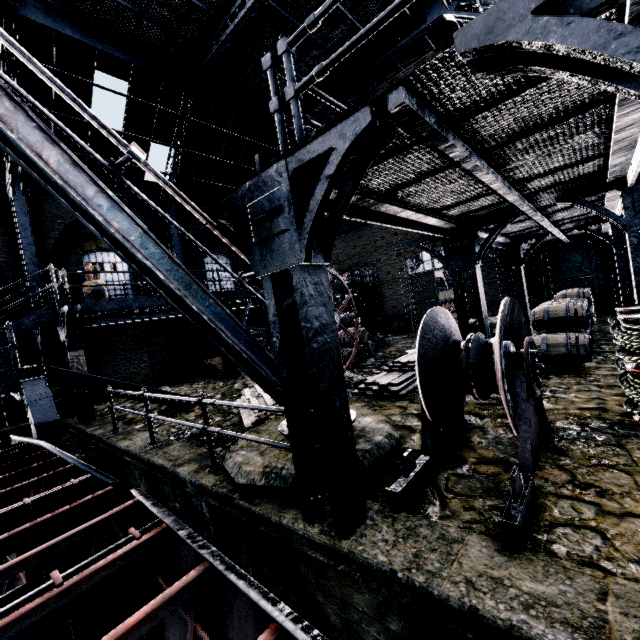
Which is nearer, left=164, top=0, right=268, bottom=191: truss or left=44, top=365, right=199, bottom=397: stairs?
left=44, top=365, right=199, bottom=397: stairs

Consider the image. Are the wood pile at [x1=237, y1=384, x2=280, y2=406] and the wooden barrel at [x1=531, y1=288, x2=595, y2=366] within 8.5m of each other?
yes

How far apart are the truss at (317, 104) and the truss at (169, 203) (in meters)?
5.41

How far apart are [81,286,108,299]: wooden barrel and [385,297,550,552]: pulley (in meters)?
13.39

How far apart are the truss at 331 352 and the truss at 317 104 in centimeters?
1097cm

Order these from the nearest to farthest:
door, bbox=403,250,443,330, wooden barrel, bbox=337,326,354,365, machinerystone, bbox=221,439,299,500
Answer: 1. machinerystone, bbox=221,439,299,500
2. wooden barrel, bbox=337,326,354,365
3. door, bbox=403,250,443,330

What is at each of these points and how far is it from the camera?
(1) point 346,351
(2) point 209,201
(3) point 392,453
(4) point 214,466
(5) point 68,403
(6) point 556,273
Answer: (1) wooden barrel, 12.1m
(2) building, 19.0m
(3) machinerystone, 4.7m
(4) metal railing, 5.2m
(5) column, 11.8m
(6) door, 16.7m

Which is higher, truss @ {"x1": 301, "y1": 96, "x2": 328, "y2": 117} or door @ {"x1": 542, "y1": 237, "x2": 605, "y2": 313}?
truss @ {"x1": 301, "y1": 96, "x2": 328, "y2": 117}
